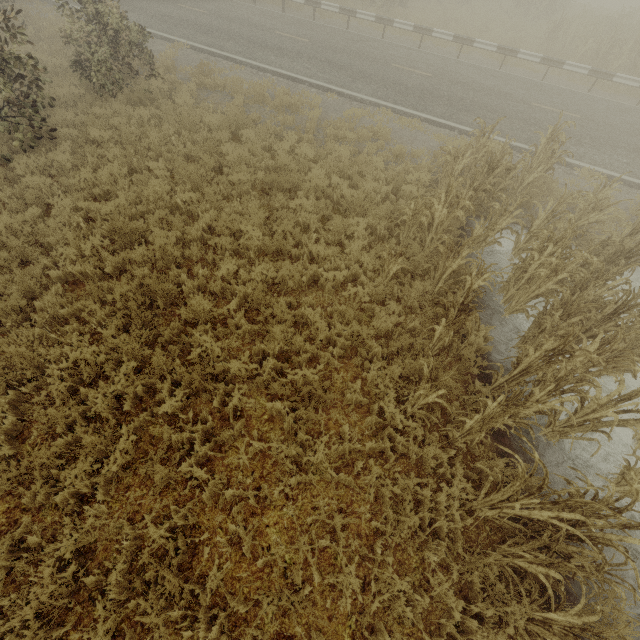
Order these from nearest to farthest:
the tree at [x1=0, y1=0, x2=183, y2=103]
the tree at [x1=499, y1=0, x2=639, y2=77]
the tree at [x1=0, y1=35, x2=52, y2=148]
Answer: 1. the tree at [x1=0, y1=35, x2=52, y2=148]
2. the tree at [x1=0, y1=0, x2=183, y2=103]
3. the tree at [x1=499, y1=0, x2=639, y2=77]

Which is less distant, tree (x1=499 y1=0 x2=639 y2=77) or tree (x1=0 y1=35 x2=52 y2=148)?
tree (x1=0 y1=35 x2=52 y2=148)

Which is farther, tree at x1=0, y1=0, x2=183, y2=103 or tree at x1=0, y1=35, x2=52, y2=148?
tree at x1=0, y1=0, x2=183, y2=103

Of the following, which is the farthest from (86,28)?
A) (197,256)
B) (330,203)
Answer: (330,203)

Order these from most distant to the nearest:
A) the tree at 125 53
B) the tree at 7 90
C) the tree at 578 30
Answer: the tree at 578 30
the tree at 125 53
the tree at 7 90

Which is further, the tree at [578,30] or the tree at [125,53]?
the tree at [578,30]
